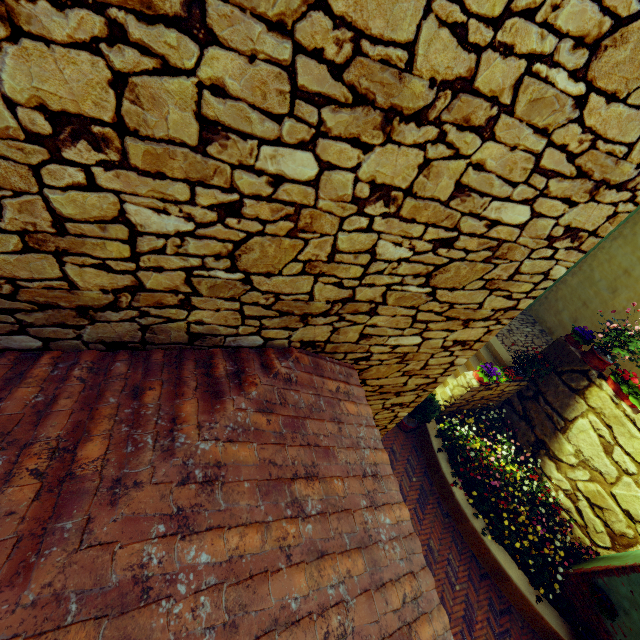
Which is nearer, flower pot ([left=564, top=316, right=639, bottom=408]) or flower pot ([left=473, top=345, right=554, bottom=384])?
flower pot ([left=564, top=316, right=639, bottom=408])

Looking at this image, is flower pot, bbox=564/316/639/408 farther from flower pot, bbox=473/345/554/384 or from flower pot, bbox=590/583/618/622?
flower pot, bbox=590/583/618/622

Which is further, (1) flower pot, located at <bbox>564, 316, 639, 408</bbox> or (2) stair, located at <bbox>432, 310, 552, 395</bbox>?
(2) stair, located at <bbox>432, 310, 552, 395</bbox>

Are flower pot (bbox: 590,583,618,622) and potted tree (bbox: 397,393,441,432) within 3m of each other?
no

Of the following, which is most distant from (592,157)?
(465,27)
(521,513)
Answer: (521,513)

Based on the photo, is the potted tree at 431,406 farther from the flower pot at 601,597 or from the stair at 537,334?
the flower pot at 601,597

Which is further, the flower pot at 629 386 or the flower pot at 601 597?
the flower pot at 629 386

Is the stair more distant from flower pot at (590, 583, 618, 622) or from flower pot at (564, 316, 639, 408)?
flower pot at (590, 583, 618, 622)
